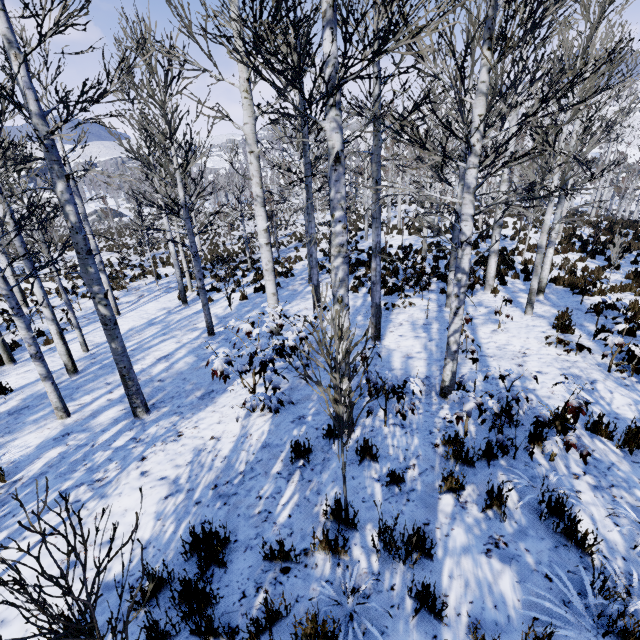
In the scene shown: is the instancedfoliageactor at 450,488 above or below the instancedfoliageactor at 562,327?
above

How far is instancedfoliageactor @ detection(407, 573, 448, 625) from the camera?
2.43m

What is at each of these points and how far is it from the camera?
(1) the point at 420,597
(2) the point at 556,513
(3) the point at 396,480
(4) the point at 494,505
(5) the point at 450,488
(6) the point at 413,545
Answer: (1) instancedfoliageactor, 2.54m
(2) instancedfoliageactor, 3.09m
(3) instancedfoliageactor, 3.69m
(4) instancedfoliageactor, 3.23m
(5) instancedfoliageactor, 3.53m
(6) instancedfoliageactor, 2.71m

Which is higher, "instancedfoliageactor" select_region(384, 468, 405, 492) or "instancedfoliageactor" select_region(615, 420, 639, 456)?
"instancedfoliageactor" select_region(615, 420, 639, 456)

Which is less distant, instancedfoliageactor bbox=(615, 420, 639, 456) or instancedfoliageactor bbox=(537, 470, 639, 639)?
instancedfoliageactor bbox=(537, 470, 639, 639)

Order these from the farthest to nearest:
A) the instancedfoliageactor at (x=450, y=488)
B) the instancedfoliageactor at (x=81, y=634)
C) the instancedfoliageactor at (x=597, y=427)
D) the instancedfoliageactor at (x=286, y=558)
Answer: the instancedfoliageactor at (x=597, y=427), the instancedfoliageactor at (x=450, y=488), the instancedfoliageactor at (x=286, y=558), the instancedfoliageactor at (x=81, y=634)

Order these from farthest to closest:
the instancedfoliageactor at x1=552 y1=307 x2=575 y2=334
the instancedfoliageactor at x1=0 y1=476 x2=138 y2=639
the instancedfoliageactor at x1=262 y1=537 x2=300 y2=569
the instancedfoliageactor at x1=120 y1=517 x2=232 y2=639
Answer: the instancedfoliageactor at x1=552 y1=307 x2=575 y2=334 → the instancedfoliageactor at x1=262 y1=537 x2=300 y2=569 → the instancedfoliageactor at x1=120 y1=517 x2=232 y2=639 → the instancedfoliageactor at x1=0 y1=476 x2=138 y2=639
